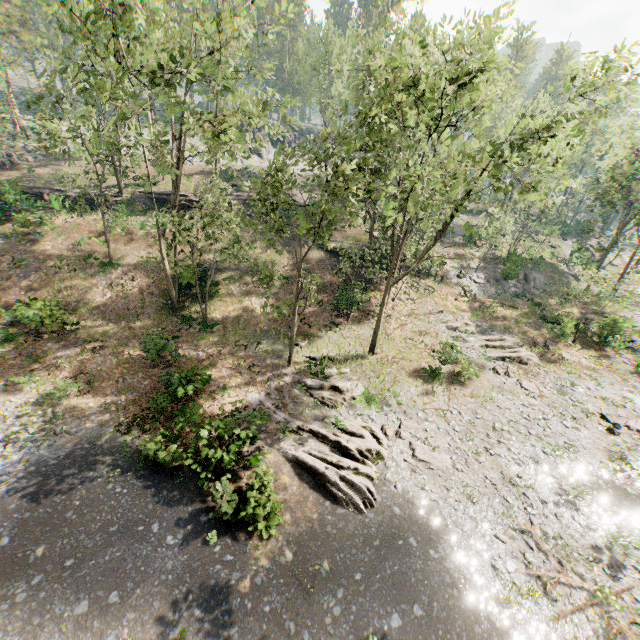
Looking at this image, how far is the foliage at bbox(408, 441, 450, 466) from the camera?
15.6 meters

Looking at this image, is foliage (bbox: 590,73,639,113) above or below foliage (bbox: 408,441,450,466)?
above

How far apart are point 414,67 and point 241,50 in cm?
1109

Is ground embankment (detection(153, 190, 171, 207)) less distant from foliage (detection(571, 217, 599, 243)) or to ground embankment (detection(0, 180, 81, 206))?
foliage (detection(571, 217, 599, 243))

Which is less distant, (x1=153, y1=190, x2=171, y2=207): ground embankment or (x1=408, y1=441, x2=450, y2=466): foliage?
(x1=408, y1=441, x2=450, y2=466): foliage

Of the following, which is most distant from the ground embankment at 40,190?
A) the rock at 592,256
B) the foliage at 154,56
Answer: the rock at 592,256

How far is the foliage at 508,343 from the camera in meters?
24.0
